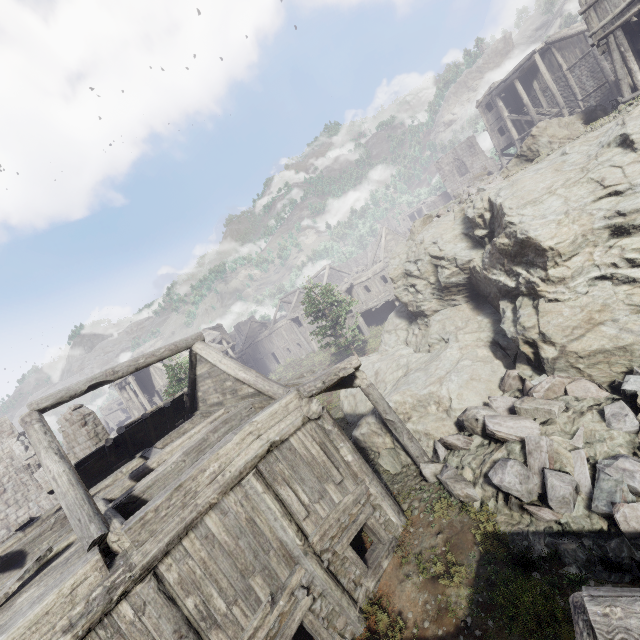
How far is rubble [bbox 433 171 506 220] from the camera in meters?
14.2 m

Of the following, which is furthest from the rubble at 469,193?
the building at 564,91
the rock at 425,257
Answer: the building at 564,91

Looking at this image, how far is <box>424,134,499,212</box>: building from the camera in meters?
45.5 m

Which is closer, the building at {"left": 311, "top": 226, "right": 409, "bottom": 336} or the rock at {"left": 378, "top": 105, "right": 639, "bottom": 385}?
the rock at {"left": 378, "top": 105, "right": 639, "bottom": 385}

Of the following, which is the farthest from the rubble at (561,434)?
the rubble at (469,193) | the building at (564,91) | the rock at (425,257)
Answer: the rubble at (469,193)

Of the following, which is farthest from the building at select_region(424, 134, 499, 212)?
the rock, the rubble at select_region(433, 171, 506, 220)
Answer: the rubble at select_region(433, 171, 506, 220)

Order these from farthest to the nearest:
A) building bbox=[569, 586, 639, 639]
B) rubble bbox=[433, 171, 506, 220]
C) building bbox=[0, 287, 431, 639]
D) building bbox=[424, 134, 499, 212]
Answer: building bbox=[424, 134, 499, 212] < rubble bbox=[433, 171, 506, 220] < building bbox=[0, 287, 431, 639] < building bbox=[569, 586, 639, 639]

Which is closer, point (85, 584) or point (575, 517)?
point (85, 584)
